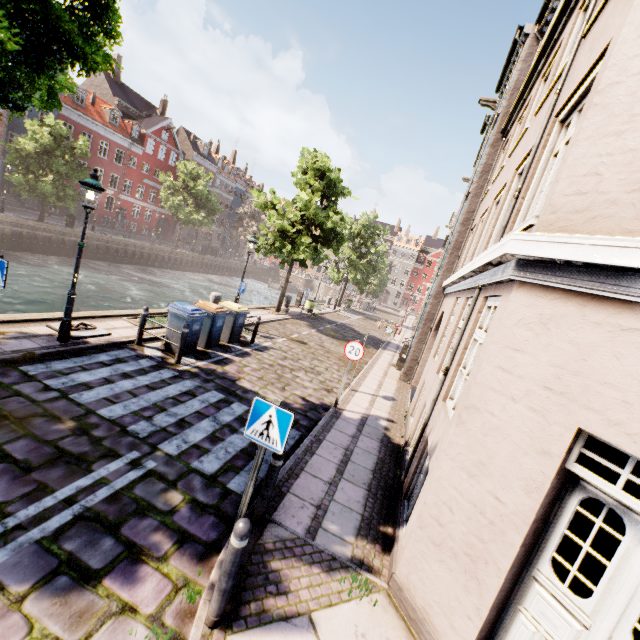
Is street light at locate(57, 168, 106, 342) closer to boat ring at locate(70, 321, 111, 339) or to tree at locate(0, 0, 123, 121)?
tree at locate(0, 0, 123, 121)

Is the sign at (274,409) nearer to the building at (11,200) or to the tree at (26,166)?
the tree at (26,166)

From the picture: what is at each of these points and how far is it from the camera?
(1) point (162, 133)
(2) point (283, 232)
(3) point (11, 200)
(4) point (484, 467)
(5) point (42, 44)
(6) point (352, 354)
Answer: (1) building, 43.2 meters
(2) tree, 17.7 meters
(3) building, 30.7 meters
(4) building, 3.3 meters
(5) tree, 4.1 meters
(6) sign, 8.5 meters

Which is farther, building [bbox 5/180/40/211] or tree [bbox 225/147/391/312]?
building [bbox 5/180/40/211]

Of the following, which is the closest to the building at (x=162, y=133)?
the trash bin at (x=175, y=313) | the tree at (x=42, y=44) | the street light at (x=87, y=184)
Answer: the street light at (x=87, y=184)

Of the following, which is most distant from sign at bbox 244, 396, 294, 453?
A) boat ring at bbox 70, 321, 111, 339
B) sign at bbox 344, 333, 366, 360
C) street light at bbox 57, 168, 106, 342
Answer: street light at bbox 57, 168, 106, 342

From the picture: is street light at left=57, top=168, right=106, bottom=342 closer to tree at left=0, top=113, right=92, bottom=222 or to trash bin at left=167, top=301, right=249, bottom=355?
tree at left=0, top=113, right=92, bottom=222

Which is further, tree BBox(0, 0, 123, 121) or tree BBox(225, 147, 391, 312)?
tree BBox(225, 147, 391, 312)
